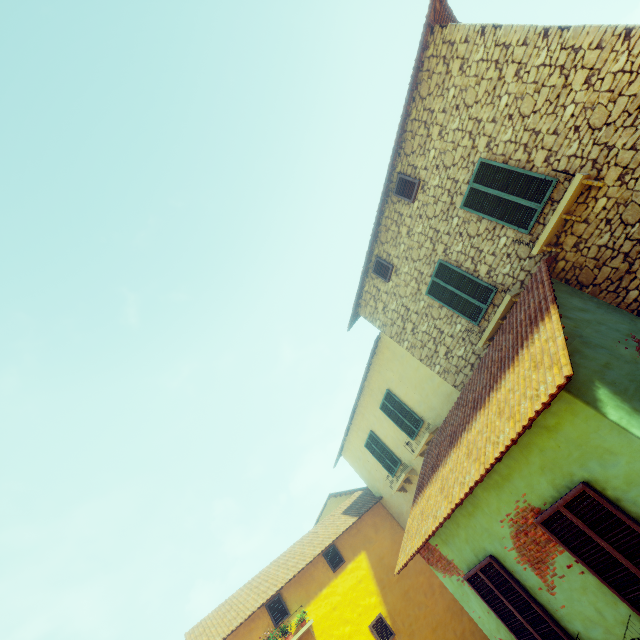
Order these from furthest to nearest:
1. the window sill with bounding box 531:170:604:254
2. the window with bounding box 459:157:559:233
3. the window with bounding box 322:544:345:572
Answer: the window with bounding box 322:544:345:572, the window with bounding box 459:157:559:233, the window sill with bounding box 531:170:604:254

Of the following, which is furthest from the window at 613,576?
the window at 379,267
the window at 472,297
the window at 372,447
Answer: the window at 379,267

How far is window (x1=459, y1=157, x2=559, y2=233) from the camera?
6.43m

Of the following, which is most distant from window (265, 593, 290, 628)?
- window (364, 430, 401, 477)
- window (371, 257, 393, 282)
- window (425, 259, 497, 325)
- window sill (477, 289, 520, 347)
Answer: window (371, 257, 393, 282)

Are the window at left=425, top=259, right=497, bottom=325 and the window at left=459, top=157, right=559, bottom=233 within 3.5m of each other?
yes

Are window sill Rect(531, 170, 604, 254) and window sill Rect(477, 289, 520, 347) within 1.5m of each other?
yes

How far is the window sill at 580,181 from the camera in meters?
5.7

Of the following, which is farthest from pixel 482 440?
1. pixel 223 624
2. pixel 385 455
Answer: pixel 223 624
